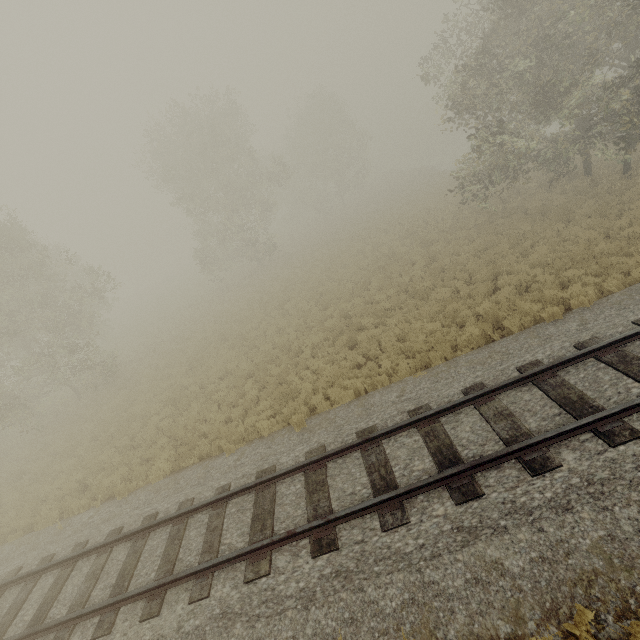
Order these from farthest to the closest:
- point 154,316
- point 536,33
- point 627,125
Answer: point 154,316 < point 536,33 < point 627,125
